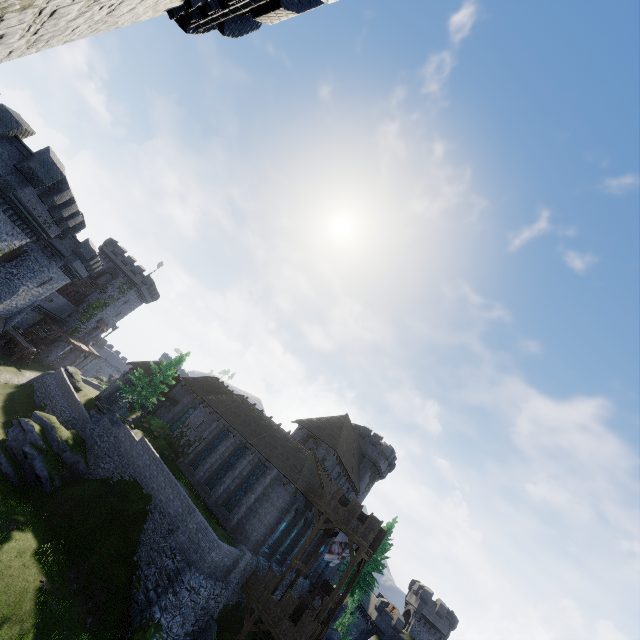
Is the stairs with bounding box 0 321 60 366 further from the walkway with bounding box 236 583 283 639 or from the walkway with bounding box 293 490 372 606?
the walkway with bounding box 293 490 372 606

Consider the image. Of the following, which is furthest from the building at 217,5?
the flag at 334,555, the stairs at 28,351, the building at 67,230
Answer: the stairs at 28,351

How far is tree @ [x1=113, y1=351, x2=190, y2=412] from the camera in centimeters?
3447cm

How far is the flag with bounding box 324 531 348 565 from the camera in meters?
26.8 m

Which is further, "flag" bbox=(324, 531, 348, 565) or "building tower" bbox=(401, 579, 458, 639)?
"building tower" bbox=(401, 579, 458, 639)

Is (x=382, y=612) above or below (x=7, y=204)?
below

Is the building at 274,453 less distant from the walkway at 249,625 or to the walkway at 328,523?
the walkway at 328,523

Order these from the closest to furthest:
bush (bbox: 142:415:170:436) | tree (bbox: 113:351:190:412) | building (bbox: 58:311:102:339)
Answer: tree (bbox: 113:351:190:412) < bush (bbox: 142:415:170:436) < building (bbox: 58:311:102:339)
